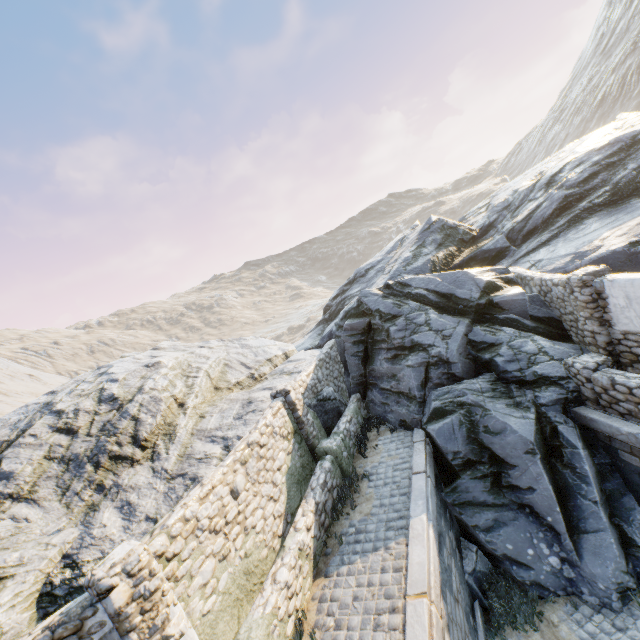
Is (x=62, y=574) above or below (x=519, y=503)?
above

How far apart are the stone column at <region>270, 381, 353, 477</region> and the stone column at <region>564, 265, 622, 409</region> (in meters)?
6.49

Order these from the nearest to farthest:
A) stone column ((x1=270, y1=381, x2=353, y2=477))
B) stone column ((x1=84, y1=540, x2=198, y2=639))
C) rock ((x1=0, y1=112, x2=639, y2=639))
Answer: stone column ((x1=84, y1=540, x2=198, y2=639)) → rock ((x1=0, y1=112, x2=639, y2=639)) → stone column ((x1=270, y1=381, x2=353, y2=477))

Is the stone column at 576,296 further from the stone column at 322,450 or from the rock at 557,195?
the stone column at 322,450

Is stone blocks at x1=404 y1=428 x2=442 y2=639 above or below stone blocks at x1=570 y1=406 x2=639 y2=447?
above

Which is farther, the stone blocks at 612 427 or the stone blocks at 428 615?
the stone blocks at 612 427

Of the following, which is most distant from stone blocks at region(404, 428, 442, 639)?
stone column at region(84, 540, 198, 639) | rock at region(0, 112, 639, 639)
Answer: stone column at region(84, 540, 198, 639)

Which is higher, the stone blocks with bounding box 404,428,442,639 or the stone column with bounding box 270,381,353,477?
the stone column with bounding box 270,381,353,477
